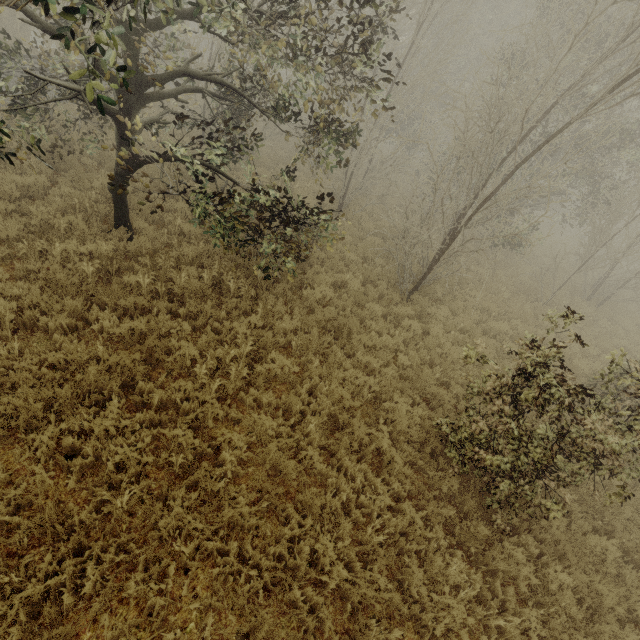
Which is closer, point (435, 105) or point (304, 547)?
point (304, 547)

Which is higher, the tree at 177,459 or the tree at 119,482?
the tree at 177,459

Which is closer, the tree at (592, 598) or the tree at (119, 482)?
the tree at (119, 482)

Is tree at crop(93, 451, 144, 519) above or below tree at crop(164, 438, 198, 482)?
below

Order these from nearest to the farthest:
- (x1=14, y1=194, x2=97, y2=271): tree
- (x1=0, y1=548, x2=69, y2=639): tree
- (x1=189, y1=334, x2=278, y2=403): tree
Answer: (x1=0, y1=548, x2=69, y2=639): tree
(x1=189, y1=334, x2=278, y2=403): tree
(x1=14, y1=194, x2=97, y2=271): tree

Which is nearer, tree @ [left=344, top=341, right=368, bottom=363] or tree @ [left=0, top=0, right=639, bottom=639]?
tree @ [left=0, top=0, right=639, bottom=639]

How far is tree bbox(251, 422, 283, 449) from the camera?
4.89m
